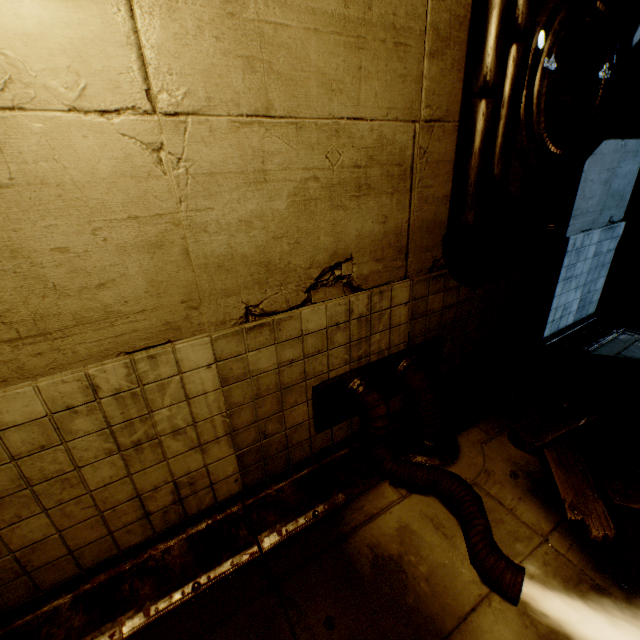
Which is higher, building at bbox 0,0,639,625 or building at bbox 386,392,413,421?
building at bbox 0,0,639,625

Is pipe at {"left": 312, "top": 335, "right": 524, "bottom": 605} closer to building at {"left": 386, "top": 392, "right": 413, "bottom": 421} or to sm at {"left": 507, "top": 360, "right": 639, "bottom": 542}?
building at {"left": 386, "top": 392, "right": 413, "bottom": 421}

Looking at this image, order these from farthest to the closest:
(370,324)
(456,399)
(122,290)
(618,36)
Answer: (456,399), (618,36), (370,324), (122,290)

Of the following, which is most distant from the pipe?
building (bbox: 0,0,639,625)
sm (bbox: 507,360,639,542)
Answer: sm (bbox: 507,360,639,542)

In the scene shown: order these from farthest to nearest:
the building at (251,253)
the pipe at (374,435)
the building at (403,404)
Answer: the building at (403,404) < the pipe at (374,435) < the building at (251,253)

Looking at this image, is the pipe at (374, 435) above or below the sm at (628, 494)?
above

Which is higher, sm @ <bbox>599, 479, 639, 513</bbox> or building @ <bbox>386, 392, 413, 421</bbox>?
building @ <bbox>386, 392, 413, 421</bbox>
